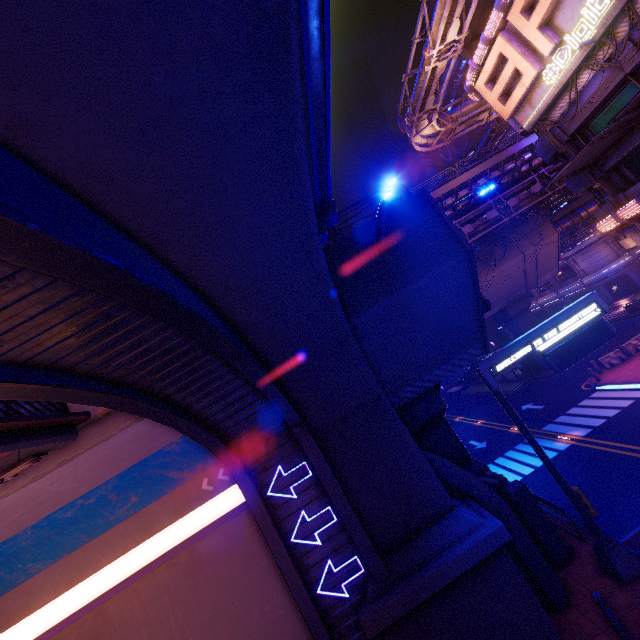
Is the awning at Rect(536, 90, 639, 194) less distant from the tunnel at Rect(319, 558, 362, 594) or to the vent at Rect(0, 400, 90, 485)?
the tunnel at Rect(319, 558, 362, 594)

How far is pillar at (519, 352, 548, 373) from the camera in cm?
3209

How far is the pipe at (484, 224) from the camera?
28.8m

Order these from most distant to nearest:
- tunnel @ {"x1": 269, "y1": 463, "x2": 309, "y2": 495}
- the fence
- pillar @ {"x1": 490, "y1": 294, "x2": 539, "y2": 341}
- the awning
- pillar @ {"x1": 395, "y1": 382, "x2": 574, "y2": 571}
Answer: pillar @ {"x1": 490, "y1": 294, "x2": 539, "y2": 341} < the fence < the awning < pillar @ {"x1": 395, "y1": 382, "x2": 574, "y2": 571} < tunnel @ {"x1": 269, "y1": 463, "x2": 309, "y2": 495}

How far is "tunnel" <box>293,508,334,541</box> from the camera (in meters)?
9.12

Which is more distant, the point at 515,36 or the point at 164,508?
the point at 515,36

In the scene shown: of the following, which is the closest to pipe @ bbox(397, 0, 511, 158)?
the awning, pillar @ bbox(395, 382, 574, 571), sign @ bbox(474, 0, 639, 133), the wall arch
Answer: sign @ bbox(474, 0, 639, 133)

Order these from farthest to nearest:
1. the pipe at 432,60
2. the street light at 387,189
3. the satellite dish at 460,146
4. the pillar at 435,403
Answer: the satellite dish at 460,146 < the pipe at 432,60 < the pillar at 435,403 < the street light at 387,189
